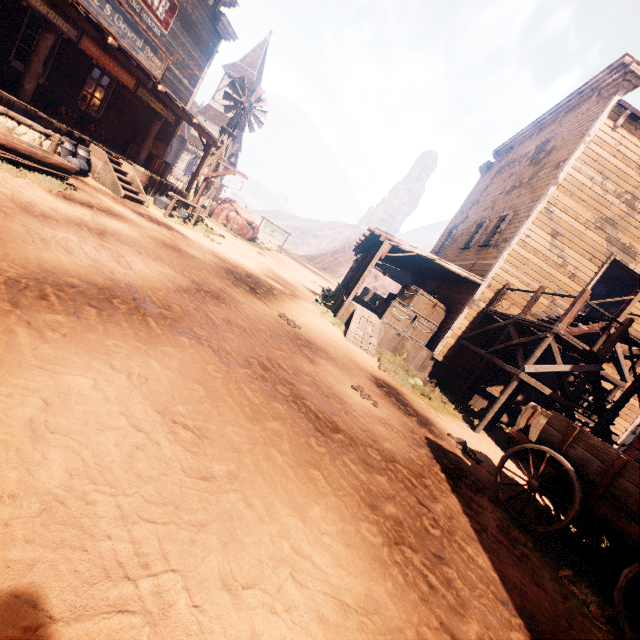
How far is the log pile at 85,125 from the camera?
9.64m

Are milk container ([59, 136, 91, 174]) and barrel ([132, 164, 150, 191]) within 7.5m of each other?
yes

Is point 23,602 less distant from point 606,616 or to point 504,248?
point 606,616

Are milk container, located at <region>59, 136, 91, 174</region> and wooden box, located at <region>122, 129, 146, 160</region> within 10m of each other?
yes

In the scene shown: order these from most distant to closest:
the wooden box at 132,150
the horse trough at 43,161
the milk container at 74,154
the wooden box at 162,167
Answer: the wooden box at 162,167 < the wooden box at 132,150 < the milk container at 74,154 < the horse trough at 43,161

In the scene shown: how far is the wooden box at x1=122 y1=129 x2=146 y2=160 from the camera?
12.5m

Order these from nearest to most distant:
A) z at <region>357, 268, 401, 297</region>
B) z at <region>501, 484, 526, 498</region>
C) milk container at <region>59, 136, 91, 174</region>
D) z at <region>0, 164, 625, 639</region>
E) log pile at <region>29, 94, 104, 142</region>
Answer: z at <region>0, 164, 625, 639</region>
z at <region>501, 484, 526, 498</region>
milk container at <region>59, 136, 91, 174</region>
log pile at <region>29, 94, 104, 142</region>
z at <region>357, 268, 401, 297</region>

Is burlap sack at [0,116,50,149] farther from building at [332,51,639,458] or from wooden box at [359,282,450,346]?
wooden box at [359,282,450,346]
